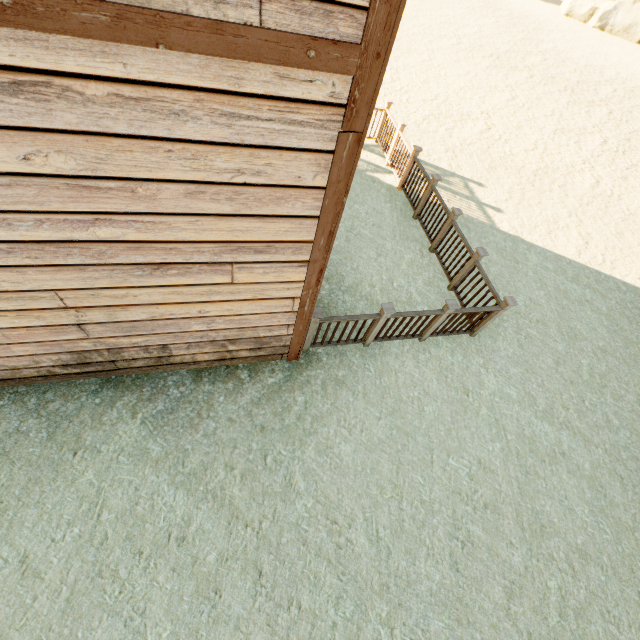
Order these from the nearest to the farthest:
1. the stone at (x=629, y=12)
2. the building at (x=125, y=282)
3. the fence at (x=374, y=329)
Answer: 1. the building at (x=125, y=282)
2. the fence at (x=374, y=329)
3. the stone at (x=629, y=12)

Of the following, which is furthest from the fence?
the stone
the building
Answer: the stone

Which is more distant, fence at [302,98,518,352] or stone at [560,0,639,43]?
stone at [560,0,639,43]

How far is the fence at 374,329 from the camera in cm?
448

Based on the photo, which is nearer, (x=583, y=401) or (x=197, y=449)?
(x=197, y=449)

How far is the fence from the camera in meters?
4.5 m
